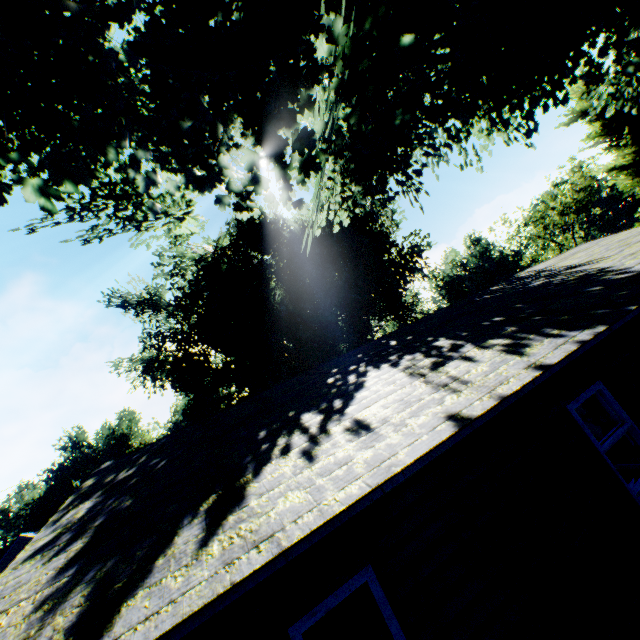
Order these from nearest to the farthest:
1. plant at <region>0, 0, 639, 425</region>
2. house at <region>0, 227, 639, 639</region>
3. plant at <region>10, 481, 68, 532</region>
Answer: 1. house at <region>0, 227, 639, 639</region>
2. plant at <region>0, 0, 639, 425</region>
3. plant at <region>10, 481, 68, 532</region>

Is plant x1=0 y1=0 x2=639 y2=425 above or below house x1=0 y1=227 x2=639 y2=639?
above

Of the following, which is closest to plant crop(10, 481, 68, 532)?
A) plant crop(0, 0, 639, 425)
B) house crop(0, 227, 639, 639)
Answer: plant crop(0, 0, 639, 425)

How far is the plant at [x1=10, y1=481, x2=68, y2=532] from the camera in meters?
56.2

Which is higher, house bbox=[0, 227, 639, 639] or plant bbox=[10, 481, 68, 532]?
plant bbox=[10, 481, 68, 532]

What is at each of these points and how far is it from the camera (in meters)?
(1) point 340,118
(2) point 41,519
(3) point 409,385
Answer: (1) plant, 7.62
(2) plant, 57.16
(3) house, 4.89

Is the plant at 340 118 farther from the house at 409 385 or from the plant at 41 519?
the house at 409 385

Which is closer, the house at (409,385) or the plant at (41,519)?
the house at (409,385)
